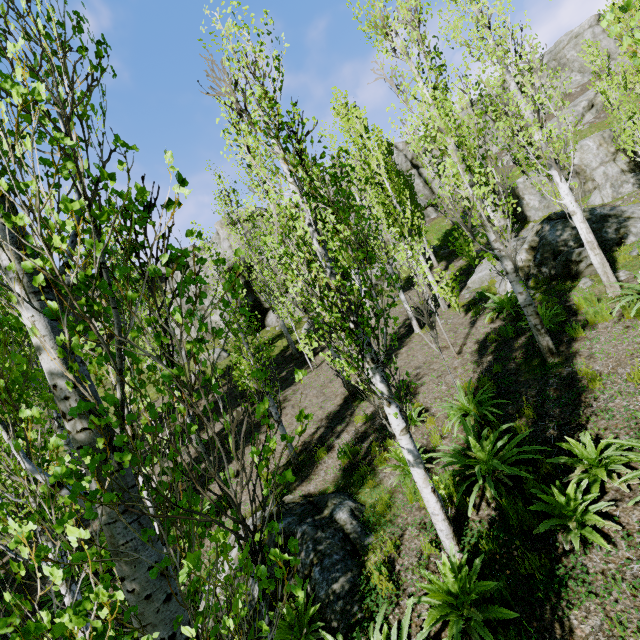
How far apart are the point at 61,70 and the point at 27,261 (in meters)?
1.45

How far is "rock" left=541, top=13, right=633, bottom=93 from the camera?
36.2m

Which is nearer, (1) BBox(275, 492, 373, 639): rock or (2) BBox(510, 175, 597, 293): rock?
(1) BBox(275, 492, 373, 639): rock

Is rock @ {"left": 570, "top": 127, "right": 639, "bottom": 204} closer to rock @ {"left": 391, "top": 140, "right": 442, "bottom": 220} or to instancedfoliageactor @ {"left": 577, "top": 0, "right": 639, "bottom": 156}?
instancedfoliageactor @ {"left": 577, "top": 0, "right": 639, "bottom": 156}

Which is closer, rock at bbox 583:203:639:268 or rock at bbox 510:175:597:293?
rock at bbox 510:175:597:293

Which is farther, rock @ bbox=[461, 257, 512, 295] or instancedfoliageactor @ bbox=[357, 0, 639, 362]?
rock @ bbox=[461, 257, 512, 295]

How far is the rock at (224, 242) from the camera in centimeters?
2155cm

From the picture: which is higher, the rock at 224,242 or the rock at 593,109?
the rock at 224,242
